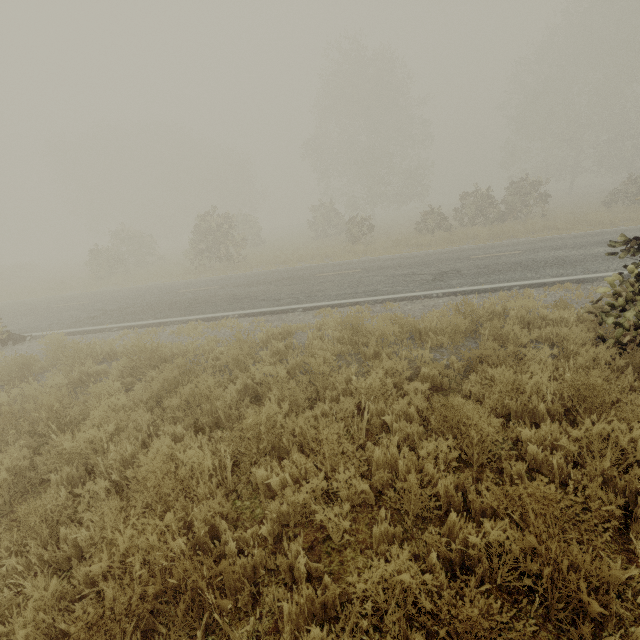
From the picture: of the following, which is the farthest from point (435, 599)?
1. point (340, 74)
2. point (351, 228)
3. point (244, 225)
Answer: point (340, 74)

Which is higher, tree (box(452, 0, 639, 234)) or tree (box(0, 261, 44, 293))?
tree (box(452, 0, 639, 234))

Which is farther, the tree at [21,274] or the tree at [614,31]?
the tree at [21,274]

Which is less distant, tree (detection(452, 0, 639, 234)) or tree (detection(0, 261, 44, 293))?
tree (detection(452, 0, 639, 234))

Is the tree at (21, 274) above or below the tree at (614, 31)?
below
